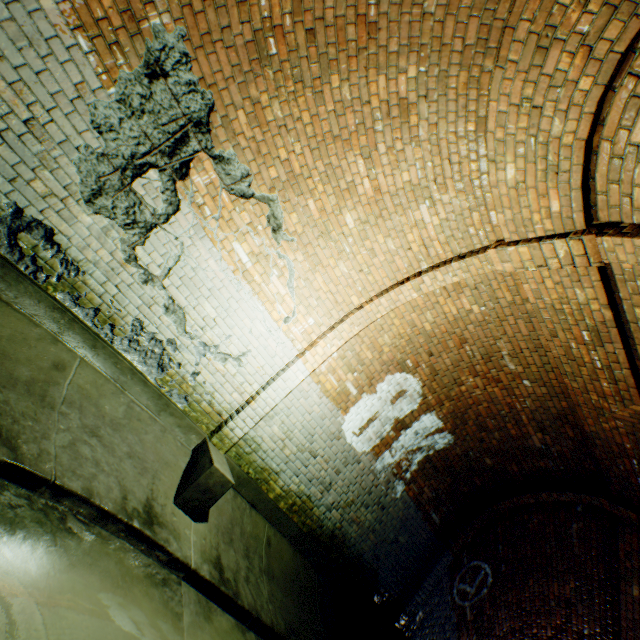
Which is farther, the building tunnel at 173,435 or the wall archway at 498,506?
the wall archway at 498,506

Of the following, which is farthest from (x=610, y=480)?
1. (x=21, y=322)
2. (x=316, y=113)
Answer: (x=21, y=322)

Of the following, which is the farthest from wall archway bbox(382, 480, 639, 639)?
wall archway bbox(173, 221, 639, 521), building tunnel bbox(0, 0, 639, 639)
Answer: wall archway bbox(173, 221, 639, 521)

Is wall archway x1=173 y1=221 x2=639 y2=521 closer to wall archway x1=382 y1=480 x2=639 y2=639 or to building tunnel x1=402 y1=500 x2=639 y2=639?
building tunnel x1=402 y1=500 x2=639 y2=639

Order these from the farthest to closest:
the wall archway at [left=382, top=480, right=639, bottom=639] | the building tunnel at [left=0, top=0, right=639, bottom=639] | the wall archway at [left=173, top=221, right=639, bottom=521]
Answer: the wall archway at [left=382, top=480, right=639, bottom=639] → the wall archway at [left=173, top=221, right=639, bottom=521] → the building tunnel at [left=0, top=0, right=639, bottom=639]

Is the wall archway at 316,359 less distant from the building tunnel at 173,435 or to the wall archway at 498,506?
the building tunnel at 173,435

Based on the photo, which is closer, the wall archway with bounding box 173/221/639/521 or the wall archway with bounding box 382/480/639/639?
the wall archway with bounding box 173/221/639/521

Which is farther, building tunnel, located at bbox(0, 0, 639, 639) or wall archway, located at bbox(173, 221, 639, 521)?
wall archway, located at bbox(173, 221, 639, 521)
